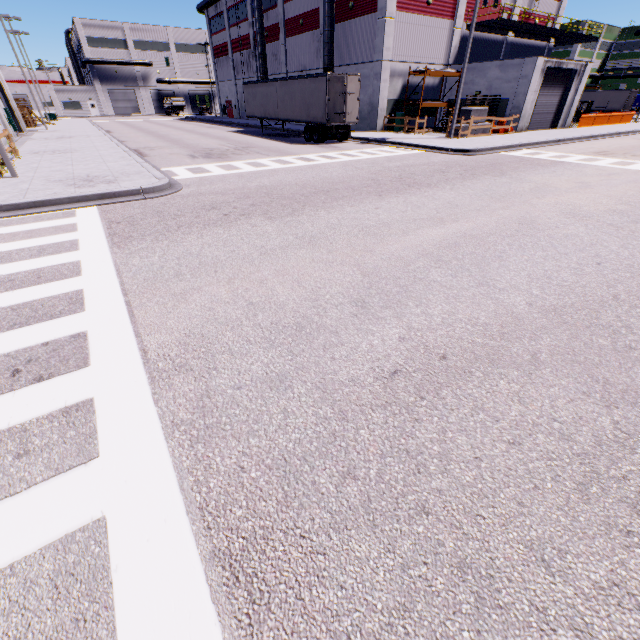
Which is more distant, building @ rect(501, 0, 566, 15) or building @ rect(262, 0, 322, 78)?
building @ rect(262, 0, 322, 78)

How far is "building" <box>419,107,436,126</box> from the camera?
30.3 meters

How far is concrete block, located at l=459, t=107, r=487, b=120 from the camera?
22.9m

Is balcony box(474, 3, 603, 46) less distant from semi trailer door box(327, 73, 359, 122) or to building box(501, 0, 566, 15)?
building box(501, 0, 566, 15)

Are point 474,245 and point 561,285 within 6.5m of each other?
yes

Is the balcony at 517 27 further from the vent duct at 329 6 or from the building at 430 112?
the vent duct at 329 6

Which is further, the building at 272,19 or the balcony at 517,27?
the building at 272,19

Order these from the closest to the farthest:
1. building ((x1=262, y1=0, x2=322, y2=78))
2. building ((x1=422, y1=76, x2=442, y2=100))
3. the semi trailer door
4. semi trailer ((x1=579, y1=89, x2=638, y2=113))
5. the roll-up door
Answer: the semi trailer door < the roll-up door < building ((x1=422, y1=76, x2=442, y2=100)) < building ((x1=262, y1=0, x2=322, y2=78)) < semi trailer ((x1=579, y1=89, x2=638, y2=113))
